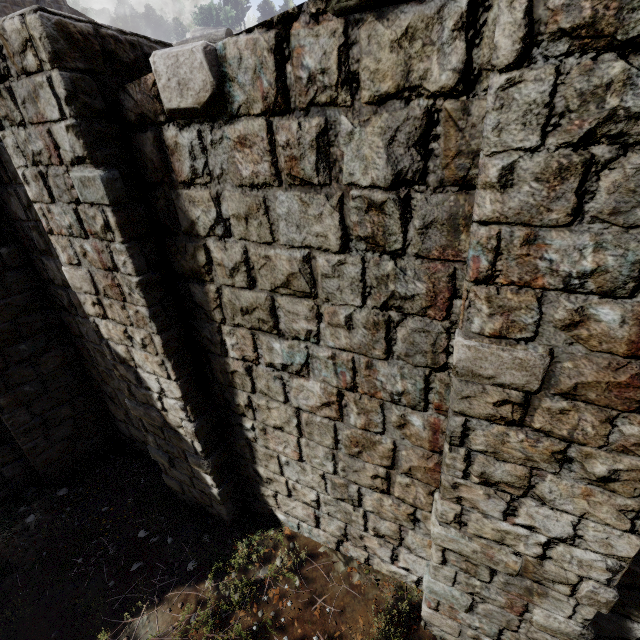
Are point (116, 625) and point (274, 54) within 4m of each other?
no
